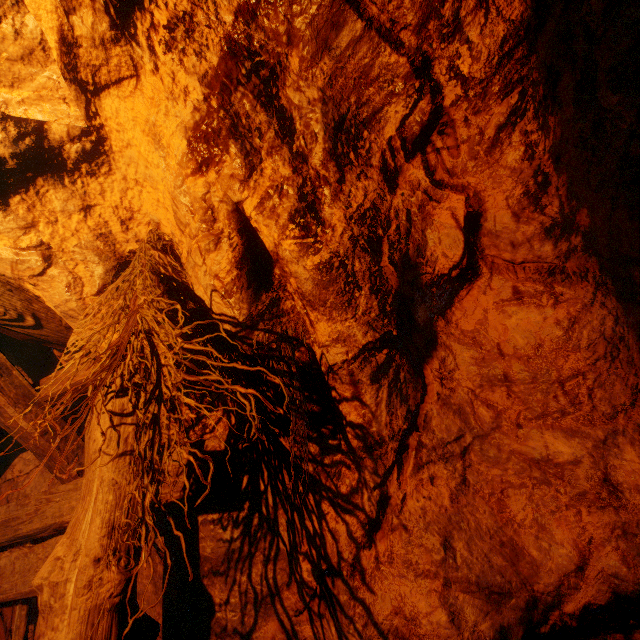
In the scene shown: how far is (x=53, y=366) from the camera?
2.6m
